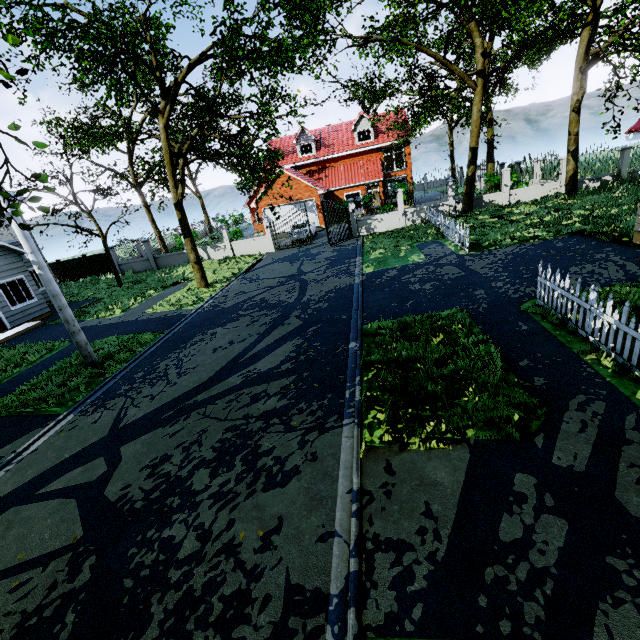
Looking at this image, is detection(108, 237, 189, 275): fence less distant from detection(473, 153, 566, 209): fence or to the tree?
the tree

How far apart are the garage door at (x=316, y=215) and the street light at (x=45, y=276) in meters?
23.1 m

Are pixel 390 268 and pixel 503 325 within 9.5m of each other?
yes

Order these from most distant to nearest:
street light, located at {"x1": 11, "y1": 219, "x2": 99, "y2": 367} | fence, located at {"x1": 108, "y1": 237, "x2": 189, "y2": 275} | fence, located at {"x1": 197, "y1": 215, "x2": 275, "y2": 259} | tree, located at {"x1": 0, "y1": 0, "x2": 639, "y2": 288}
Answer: fence, located at {"x1": 108, "y1": 237, "x2": 189, "y2": 275} → fence, located at {"x1": 197, "y1": 215, "x2": 275, "y2": 259} → tree, located at {"x1": 0, "y1": 0, "x2": 639, "y2": 288} → street light, located at {"x1": 11, "y1": 219, "x2": 99, "y2": 367}

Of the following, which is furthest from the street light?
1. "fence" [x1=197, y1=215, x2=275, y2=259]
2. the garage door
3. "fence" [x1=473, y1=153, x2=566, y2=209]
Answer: the garage door

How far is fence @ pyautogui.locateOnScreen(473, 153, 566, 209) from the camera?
20.03m

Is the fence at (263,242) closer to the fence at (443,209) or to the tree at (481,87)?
the tree at (481,87)

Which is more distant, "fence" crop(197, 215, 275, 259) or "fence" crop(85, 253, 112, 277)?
"fence" crop(85, 253, 112, 277)
